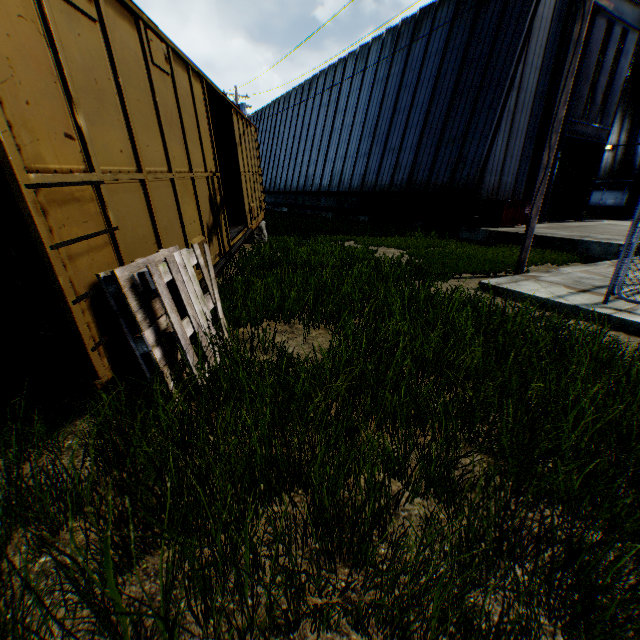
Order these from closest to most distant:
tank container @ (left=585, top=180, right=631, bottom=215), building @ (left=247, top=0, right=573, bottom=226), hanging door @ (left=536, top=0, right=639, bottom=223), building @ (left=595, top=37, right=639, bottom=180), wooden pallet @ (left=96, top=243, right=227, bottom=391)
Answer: wooden pallet @ (left=96, top=243, right=227, bottom=391)
building @ (left=247, top=0, right=573, bottom=226)
hanging door @ (left=536, top=0, right=639, bottom=223)
building @ (left=595, top=37, right=639, bottom=180)
tank container @ (left=585, top=180, right=631, bottom=215)

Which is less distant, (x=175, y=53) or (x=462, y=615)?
(x=462, y=615)

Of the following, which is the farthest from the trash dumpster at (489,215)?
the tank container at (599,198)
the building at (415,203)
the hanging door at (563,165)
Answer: the tank container at (599,198)

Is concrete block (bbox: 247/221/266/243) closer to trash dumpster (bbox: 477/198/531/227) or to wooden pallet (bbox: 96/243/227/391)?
wooden pallet (bbox: 96/243/227/391)

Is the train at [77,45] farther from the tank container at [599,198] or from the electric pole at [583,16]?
the tank container at [599,198]

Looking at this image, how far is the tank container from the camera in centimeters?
2756cm

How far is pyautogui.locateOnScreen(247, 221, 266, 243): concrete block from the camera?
12.8 meters

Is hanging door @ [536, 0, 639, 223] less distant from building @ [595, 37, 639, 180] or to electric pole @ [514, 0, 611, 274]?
building @ [595, 37, 639, 180]
